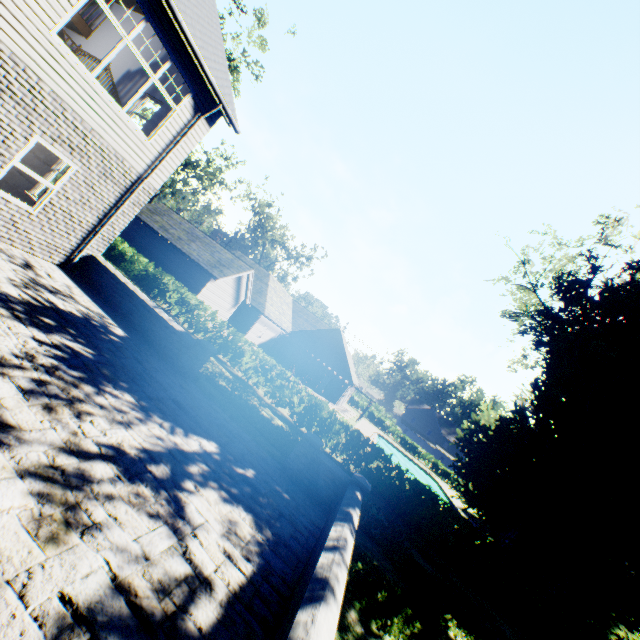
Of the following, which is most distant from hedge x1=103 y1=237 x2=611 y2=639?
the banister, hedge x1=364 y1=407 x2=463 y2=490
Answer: hedge x1=364 y1=407 x2=463 y2=490

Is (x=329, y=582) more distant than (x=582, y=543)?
No

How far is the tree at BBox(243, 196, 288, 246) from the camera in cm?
5312

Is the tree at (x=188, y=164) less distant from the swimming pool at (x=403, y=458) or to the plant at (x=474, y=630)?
the plant at (x=474, y=630)

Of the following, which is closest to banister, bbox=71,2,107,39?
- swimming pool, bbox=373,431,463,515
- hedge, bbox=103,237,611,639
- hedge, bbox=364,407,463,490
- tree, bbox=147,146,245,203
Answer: hedge, bbox=103,237,611,639

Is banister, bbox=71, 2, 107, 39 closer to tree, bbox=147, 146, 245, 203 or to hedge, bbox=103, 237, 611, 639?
hedge, bbox=103, 237, 611, 639

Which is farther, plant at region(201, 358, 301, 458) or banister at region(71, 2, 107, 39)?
banister at region(71, 2, 107, 39)

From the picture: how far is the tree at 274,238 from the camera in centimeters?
5312cm
